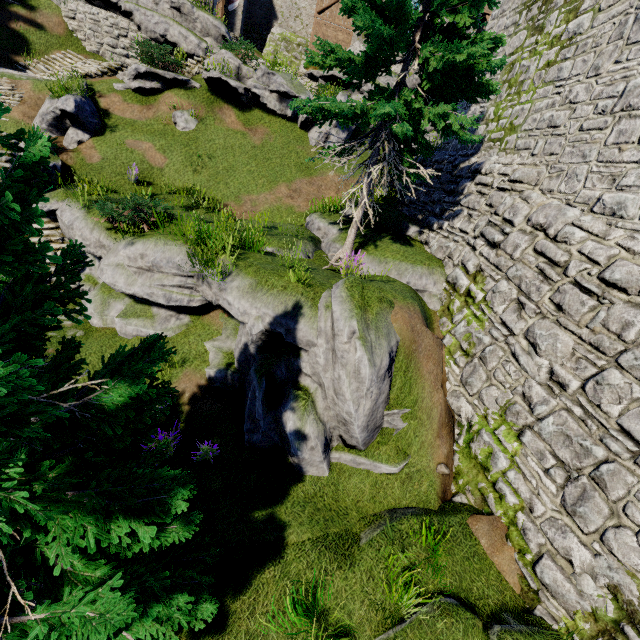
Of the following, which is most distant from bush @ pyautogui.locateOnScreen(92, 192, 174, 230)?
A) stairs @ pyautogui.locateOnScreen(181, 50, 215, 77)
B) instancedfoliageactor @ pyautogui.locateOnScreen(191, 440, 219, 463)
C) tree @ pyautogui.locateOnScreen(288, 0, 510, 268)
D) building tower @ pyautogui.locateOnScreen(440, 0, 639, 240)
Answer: stairs @ pyautogui.locateOnScreen(181, 50, 215, 77)

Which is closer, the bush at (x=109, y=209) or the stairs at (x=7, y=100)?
the bush at (x=109, y=209)

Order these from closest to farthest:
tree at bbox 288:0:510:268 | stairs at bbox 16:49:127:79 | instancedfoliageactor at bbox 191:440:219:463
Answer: instancedfoliageactor at bbox 191:440:219:463
tree at bbox 288:0:510:268
stairs at bbox 16:49:127:79

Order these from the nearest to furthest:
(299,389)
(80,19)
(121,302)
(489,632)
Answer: (489,632), (299,389), (121,302), (80,19)

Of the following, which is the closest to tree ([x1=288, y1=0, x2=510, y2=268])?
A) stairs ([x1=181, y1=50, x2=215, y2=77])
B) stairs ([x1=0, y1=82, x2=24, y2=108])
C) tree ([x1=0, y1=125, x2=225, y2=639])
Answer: tree ([x1=0, y1=125, x2=225, y2=639])

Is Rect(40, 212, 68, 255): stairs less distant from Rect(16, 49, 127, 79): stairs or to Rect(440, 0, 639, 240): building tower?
Rect(16, 49, 127, 79): stairs

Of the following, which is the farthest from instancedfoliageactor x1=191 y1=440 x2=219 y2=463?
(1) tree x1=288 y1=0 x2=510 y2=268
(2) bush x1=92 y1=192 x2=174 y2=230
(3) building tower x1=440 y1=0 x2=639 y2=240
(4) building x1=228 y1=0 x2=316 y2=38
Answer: (4) building x1=228 y1=0 x2=316 y2=38

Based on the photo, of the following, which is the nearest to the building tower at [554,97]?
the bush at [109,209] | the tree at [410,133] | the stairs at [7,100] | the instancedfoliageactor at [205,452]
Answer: the tree at [410,133]
